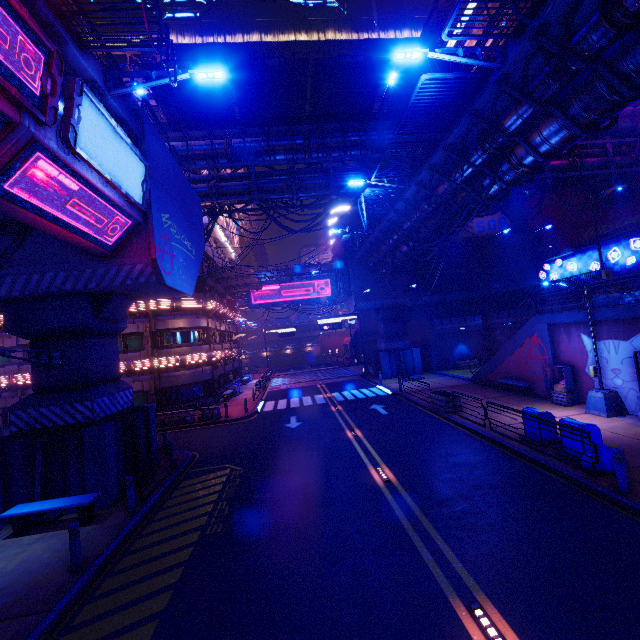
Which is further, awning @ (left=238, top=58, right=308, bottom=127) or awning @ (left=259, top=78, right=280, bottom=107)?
awning @ (left=259, top=78, right=280, bottom=107)

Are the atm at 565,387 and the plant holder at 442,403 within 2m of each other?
no

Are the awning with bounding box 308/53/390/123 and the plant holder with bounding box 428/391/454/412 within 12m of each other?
no

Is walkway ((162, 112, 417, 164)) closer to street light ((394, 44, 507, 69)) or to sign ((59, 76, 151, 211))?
sign ((59, 76, 151, 211))

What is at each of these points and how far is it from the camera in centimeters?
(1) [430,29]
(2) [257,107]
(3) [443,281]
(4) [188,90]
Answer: (1) walkway, 4488cm
(2) awning, 1928cm
(3) vent, 3362cm
(4) awning, 1752cm

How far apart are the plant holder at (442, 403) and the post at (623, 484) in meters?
8.8 m

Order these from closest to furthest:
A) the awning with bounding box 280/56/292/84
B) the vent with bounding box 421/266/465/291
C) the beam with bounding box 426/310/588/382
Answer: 1. the beam with bounding box 426/310/588/382
2. the awning with bounding box 280/56/292/84
3. the vent with bounding box 421/266/465/291

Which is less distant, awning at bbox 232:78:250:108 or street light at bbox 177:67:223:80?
street light at bbox 177:67:223:80
